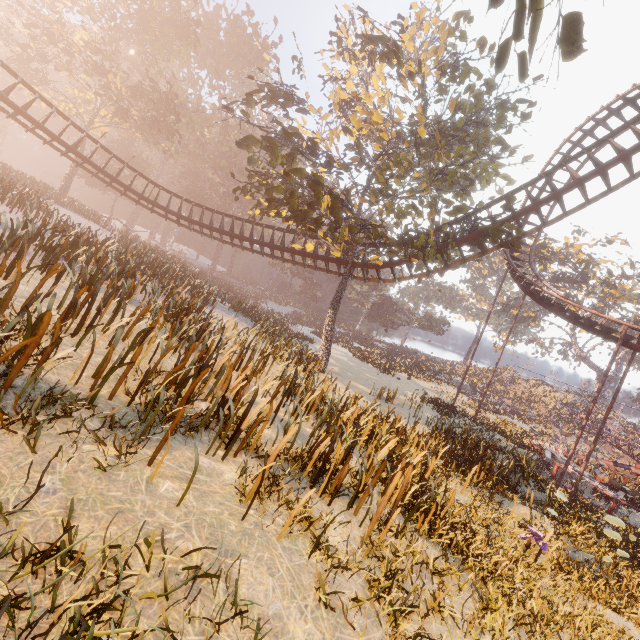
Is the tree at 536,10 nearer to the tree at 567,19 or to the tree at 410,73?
the tree at 567,19

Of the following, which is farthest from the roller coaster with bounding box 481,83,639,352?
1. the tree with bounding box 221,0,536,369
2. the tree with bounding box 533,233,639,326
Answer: the tree with bounding box 533,233,639,326

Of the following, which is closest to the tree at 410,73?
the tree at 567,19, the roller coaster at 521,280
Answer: the roller coaster at 521,280

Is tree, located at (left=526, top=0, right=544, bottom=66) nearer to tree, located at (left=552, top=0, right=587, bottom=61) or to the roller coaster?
tree, located at (left=552, top=0, right=587, bottom=61)

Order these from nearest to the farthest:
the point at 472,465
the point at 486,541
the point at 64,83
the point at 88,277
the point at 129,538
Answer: the point at 129,538, the point at 486,541, the point at 88,277, the point at 472,465, the point at 64,83

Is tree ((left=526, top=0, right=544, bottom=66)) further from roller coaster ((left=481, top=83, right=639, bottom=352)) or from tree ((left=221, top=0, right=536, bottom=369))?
roller coaster ((left=481, top=83, right=639, bottom=352))

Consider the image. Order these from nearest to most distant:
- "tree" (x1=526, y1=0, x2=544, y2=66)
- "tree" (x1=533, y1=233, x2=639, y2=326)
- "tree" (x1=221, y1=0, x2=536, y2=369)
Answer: "tree" (x1=526, y1=0, x2=544, y2=66), "tree" (x1=221, y1=0, x2=536, y2=369), "tree" (x1=533, y1=233, x2=639, y2=326)

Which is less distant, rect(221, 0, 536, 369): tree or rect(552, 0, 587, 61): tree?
rect(552, 0, 587, 61): tree
